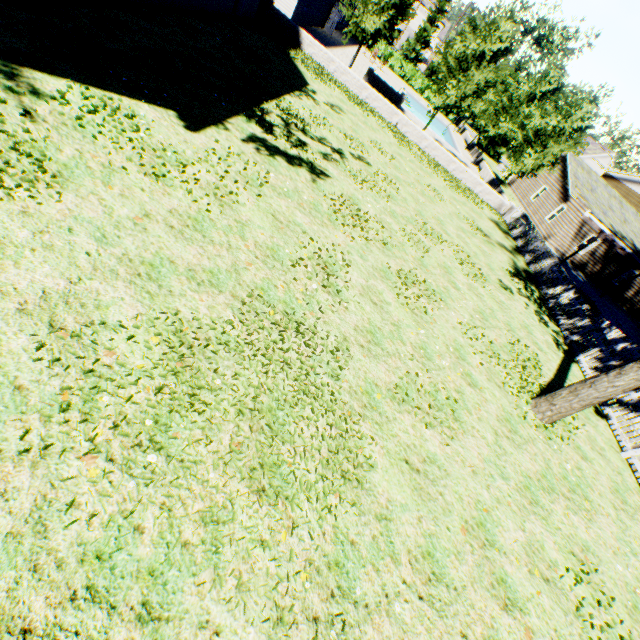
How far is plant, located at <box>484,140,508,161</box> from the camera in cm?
4488

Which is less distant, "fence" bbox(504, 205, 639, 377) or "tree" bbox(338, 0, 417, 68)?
"fence" bbox(504, 205, 639, 377)

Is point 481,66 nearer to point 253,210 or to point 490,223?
point 490,223

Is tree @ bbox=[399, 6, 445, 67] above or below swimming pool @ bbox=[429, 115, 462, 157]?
above

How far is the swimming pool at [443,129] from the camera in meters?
32.5 m

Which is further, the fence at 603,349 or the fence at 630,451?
the fence at 603,349

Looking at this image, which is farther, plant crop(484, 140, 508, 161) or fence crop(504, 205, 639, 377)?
plant crop(484, 140, 508, 161)

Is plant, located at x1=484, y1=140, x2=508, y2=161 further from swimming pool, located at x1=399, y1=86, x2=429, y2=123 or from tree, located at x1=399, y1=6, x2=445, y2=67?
swimming pool, located at x1=399, y1=86, x2=429, y2=123
